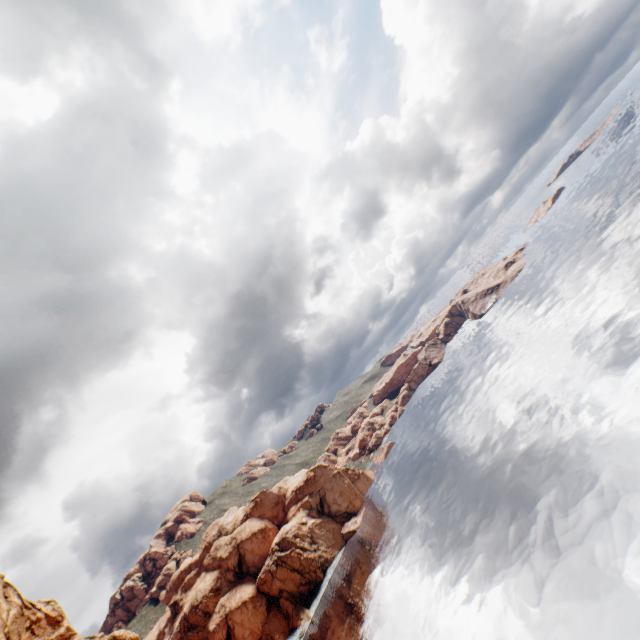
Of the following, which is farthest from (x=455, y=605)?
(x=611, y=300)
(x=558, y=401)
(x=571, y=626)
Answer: (x=611, y=300)
